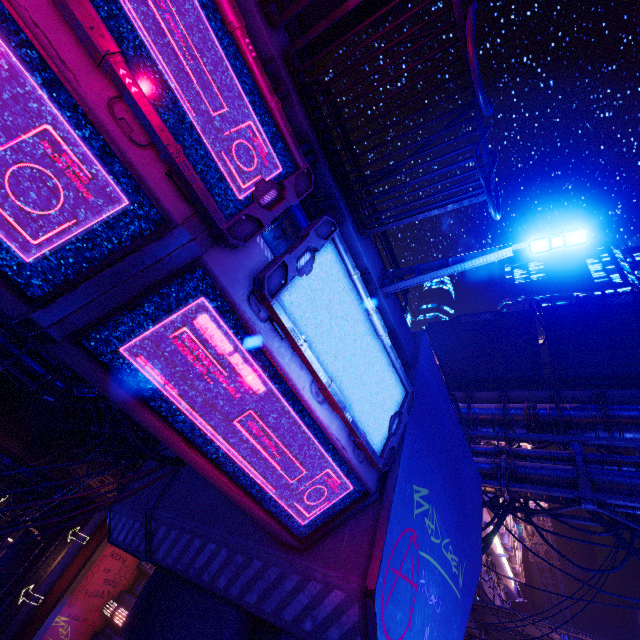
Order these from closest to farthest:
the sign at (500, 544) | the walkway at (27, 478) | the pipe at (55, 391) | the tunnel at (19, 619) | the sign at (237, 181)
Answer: the sign at (237, 181), the pipe at (55, 391), the tunnel at (19, 619), the sign at (500, 544), the walkway at (27, 478)

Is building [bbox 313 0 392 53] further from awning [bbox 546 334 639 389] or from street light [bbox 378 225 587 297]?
awning [bbox 546 334 639 389]

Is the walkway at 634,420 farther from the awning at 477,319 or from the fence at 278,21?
the fence at 278,21

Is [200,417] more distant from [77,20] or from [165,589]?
[165,589]

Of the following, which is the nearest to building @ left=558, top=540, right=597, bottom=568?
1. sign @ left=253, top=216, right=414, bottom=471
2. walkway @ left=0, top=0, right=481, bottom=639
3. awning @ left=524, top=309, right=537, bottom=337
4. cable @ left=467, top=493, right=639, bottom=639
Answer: cable @ left=467, top=493, right=639, bottom=639

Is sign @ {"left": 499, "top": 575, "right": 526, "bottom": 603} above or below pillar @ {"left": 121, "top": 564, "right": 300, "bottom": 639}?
above

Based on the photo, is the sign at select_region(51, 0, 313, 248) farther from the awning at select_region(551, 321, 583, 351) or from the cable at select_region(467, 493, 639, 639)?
the cable at select_region(467, 493, 639, 639)

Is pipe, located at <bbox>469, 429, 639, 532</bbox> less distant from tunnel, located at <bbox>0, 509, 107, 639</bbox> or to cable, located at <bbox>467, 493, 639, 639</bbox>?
cable, located at <bbox>467, 493, 639, 639</bbox>
